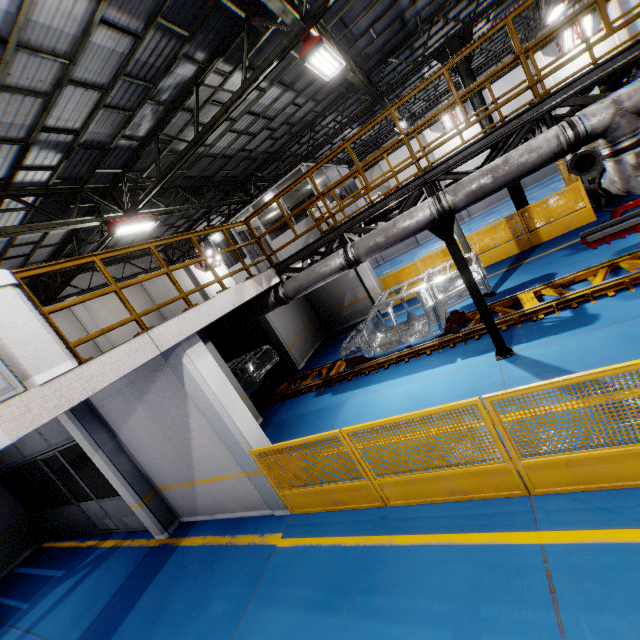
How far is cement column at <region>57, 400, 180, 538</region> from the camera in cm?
702

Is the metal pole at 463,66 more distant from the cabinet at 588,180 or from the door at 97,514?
the door at 97,514

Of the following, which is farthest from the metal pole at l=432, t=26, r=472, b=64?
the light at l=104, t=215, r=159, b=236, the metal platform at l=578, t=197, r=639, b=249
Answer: the light at l=104, t=215, r=159, b=236

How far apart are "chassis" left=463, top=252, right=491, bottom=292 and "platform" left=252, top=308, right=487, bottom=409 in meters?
0.0

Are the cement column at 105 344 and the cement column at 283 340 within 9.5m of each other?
yes

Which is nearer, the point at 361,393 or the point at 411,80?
the point at 361,393

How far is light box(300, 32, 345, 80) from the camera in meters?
6.9

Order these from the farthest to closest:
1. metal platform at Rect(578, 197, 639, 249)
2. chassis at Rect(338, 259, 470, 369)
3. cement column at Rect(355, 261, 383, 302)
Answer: cement column at Rect(355, 261, 383, 302), metal platform at Rect(578, 197, 639, 249), chassis at Rect(338, 259, 470, 369)
